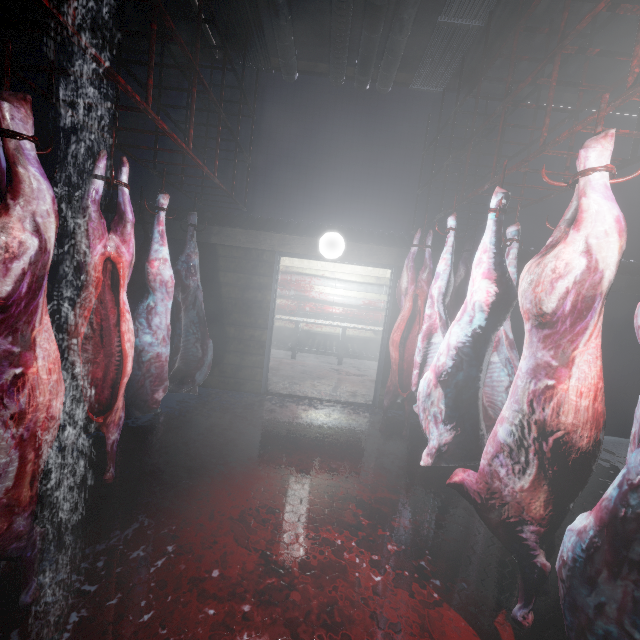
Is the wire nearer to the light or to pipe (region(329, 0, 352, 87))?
pipe (region(329, 0, 352, 87))

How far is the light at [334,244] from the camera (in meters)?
3.75

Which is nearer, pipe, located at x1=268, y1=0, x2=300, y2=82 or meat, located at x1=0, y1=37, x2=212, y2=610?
meat, located at x1=0, y1=37, x2=212, y2=610

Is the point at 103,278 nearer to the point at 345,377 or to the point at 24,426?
the point at 24,426

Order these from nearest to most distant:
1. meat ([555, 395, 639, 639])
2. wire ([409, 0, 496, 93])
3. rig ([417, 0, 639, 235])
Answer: meat ([555, 395, 639, 639])
rig ([417, 0, 639, 235])
wire ([409, 0, 496, 93])

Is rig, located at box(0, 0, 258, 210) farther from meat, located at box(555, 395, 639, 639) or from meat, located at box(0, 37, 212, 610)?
meat, located at box(555, 395, 639, 639)

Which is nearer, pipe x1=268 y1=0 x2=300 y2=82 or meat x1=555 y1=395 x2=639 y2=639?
meat x1=555 y1=395 x2=639 y2=639

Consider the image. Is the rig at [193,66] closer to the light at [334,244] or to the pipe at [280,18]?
the pipe at [280,18]
